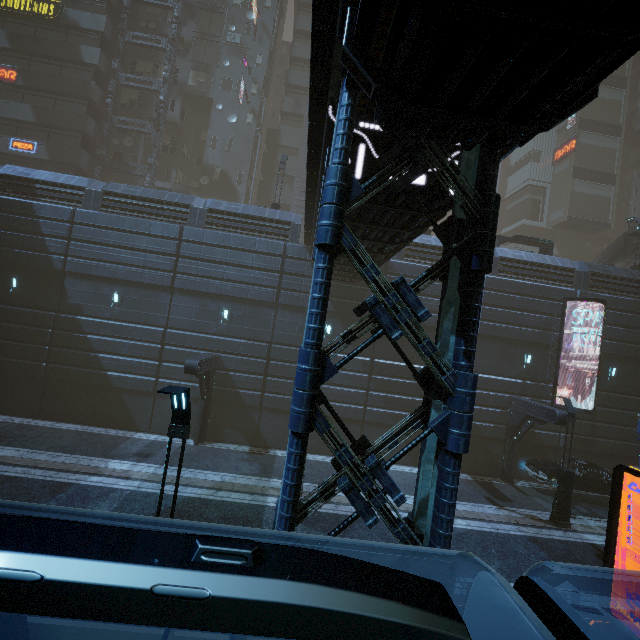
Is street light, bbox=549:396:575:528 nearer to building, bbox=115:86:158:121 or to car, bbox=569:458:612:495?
building, bbox=115:86:158:121

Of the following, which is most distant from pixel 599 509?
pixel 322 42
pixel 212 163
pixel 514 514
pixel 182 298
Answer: pixel 212 163

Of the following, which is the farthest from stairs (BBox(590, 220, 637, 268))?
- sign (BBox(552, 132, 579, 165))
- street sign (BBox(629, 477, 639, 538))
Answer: sign (BBox(552, 132, 579, 165))

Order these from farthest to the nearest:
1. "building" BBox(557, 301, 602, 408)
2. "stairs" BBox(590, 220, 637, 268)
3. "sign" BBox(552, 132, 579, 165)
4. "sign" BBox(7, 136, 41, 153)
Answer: "sign" BBox(552, 132, 579, 165) → "sign" BBox(7, 136, 41, 153) → "stairs" BBox(590, 220, 637, 268) → "building" BBox(557, 301, 602, 408)

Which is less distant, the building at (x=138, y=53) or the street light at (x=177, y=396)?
the street light at (x=177, y=396)

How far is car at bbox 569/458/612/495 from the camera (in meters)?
16.62

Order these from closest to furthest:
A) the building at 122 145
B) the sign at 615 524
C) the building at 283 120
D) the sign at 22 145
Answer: the sign at 615 524 → the building at 283 120 → the sign at 22 145 → the building at 122 145

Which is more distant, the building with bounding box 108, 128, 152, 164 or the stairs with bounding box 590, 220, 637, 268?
the building with bounding box 108, 128, 152, 164
